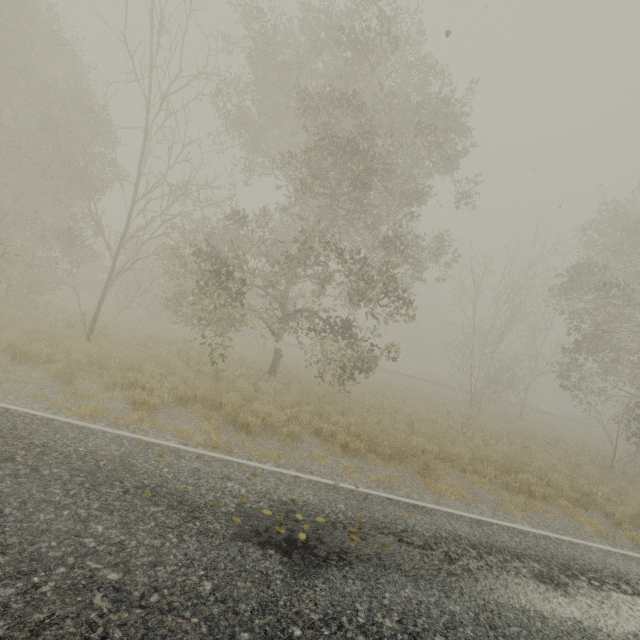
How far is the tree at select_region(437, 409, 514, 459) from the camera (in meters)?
12.85

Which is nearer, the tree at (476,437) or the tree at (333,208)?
the tree at (333,208)

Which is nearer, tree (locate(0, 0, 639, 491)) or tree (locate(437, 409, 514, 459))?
tree (locate(0, 0, 639, 491))

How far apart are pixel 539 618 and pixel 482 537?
1.8 meters

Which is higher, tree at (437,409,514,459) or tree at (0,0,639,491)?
tree at (0,0,639,491)

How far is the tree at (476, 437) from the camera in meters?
12.9
